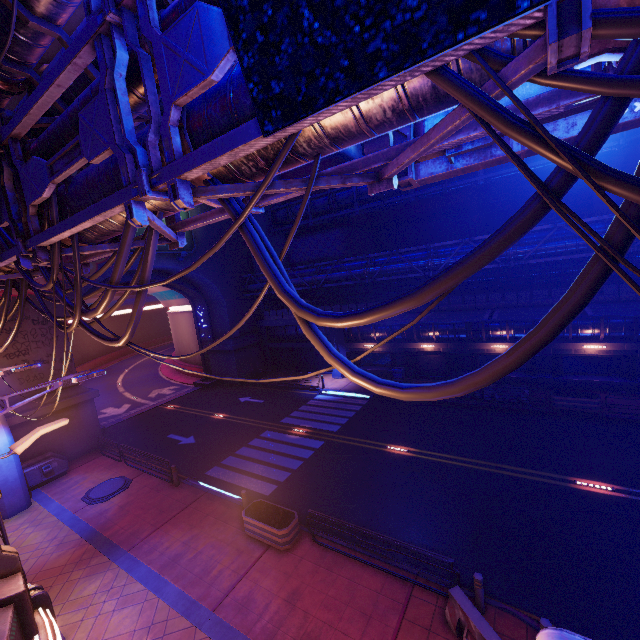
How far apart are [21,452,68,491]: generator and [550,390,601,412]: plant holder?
28.4 meters

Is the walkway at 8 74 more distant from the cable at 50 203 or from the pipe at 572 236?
the pipe at 572 236

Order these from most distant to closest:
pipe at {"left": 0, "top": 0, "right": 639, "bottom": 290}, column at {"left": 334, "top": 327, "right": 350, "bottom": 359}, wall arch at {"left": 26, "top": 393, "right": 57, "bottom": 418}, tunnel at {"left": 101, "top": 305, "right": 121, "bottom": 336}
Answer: tunnel at {"left": 101, "top": 305, "right": 121, "bottom": 336}
column at {"left": 334, "top": 327, "right": 350, "bottom": 359}
wall arch at {"left": 26, "top": 393, "right": 57, "bottom": 418}
pipe at {"left": 0, "top": 0, "right": 639, "bottom": 290}

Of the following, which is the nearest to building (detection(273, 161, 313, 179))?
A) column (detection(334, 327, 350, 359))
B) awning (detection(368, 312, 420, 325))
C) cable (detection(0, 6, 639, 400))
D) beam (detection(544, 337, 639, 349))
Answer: column (detection(334, 327, 350, 359))

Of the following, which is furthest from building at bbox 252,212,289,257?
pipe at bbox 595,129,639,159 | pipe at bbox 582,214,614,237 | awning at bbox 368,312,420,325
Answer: awning at bbox 368,312,420,325

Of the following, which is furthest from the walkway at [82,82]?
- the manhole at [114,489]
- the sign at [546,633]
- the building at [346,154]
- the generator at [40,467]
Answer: the building at [346,154]

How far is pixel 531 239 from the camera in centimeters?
2023cm

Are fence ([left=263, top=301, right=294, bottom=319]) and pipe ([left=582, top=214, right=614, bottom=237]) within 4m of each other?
yes
